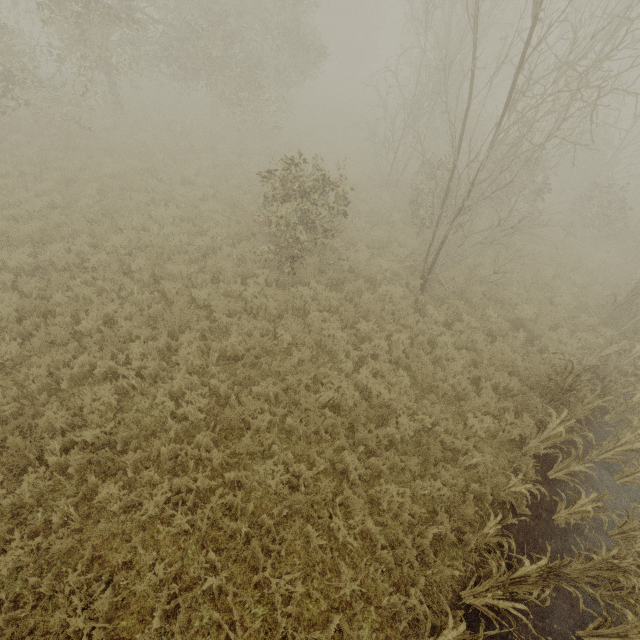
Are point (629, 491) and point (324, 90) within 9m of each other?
no
